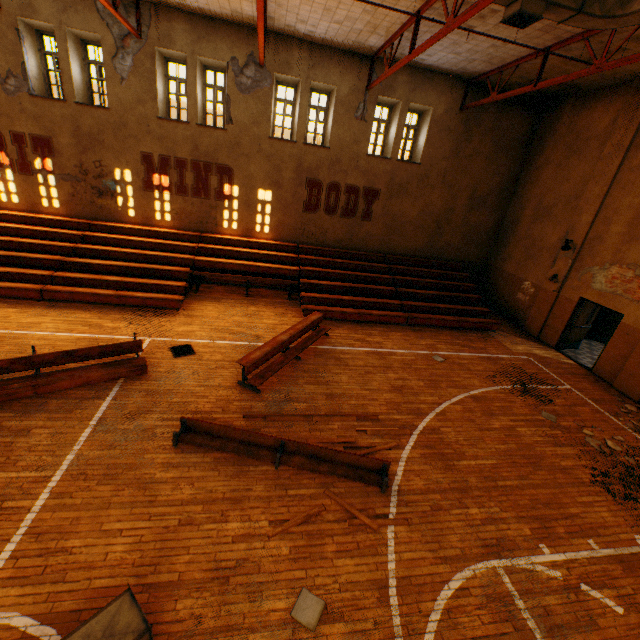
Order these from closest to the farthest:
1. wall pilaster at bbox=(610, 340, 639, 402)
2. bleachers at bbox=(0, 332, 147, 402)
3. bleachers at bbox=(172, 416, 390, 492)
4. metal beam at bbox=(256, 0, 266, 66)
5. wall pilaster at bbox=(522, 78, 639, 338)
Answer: bleachers at bbox=(172, 416, 390, 492)
bleachers at bbox=(0, 332, 147, 402)
metal beam at bbox=(256, 0, 266, 66)
wall pilaster at bbox=(610, 340, 639, 402)
wall pilaster at bbox=(522, 78, 639, 338)

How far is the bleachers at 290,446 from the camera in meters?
5.7

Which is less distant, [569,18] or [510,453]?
[569,18]

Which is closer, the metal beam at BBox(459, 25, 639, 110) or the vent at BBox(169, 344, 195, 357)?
the metal beam at BBox(459, 25, 639, 110)

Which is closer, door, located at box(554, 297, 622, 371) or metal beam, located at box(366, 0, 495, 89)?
metal beam, located at box(366, 0, 495, 89)

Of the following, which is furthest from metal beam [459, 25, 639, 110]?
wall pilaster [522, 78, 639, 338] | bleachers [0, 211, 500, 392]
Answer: bleachers [0, 211, 500, 392]

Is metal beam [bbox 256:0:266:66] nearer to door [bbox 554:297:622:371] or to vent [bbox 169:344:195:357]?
vent [bbox 169:344:195:357]

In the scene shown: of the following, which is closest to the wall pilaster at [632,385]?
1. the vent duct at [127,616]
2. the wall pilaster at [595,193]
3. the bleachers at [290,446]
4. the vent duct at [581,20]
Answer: the wall pilaster at [595,193]
